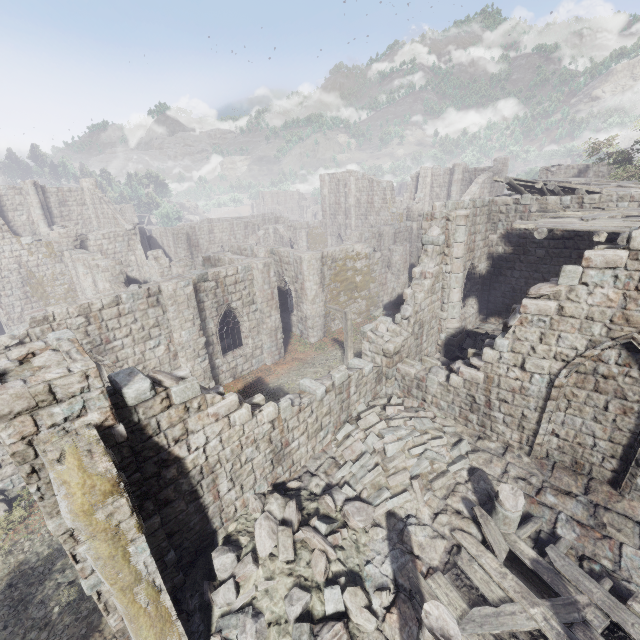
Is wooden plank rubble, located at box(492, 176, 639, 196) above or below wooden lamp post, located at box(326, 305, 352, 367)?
above

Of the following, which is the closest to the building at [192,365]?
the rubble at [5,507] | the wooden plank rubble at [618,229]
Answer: the wooden plank rubble at [618,229]

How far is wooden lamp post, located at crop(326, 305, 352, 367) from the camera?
13.5 meters

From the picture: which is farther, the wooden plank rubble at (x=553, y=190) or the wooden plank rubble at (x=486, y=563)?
the wooden plank rubble at (x=553, y=190)

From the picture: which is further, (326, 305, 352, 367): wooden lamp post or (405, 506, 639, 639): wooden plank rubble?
(326, 305, 352, 367): wooden lamp post

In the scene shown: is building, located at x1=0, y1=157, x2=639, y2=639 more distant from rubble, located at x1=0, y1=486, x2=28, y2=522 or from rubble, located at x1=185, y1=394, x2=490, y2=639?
rubble, located at x1=0, y1=486, x2=28, y2=522

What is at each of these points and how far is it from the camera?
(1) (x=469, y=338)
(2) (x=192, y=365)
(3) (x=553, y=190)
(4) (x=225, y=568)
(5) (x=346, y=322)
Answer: (1) rubble, 15.6m
(2) building, 16.0m
(3) wooden plank rubble, 15.6m
(4) rubble, 6.7m
(5) wooden lamp post, 13.6m

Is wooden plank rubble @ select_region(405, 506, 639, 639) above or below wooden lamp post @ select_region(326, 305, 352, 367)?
below
